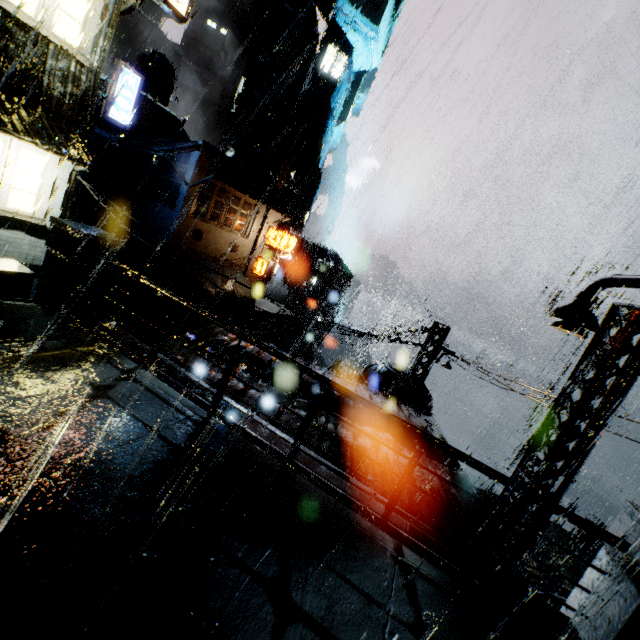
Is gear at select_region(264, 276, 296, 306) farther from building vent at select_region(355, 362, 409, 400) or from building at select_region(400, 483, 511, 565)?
building vent at select_region(355, 362, 409, 400)

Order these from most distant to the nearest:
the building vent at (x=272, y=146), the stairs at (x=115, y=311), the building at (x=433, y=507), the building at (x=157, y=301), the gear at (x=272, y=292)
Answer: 1. the building vent at (x=272, y=146)
2. the gear at (x=272, y=292)
3. the stairs at (x=115, y=311)
4. the building at (x=157, y=301)
5. the building at (x=433, y=507)

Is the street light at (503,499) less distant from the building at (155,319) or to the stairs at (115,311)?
the building at (155,319)

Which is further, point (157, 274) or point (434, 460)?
point (157, 274)

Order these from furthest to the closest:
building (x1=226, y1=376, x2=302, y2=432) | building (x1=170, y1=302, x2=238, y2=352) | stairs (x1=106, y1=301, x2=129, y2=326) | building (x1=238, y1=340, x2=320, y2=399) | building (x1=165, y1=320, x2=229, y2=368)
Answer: stairs (x1=106, y1=301, x2=129, y2=326) → building (x1=170, y1=302, x2=238, y2=352) → building (x1=238, y1=340, x2=320, y2=399) → building (x1=165, y1=320, x2=229, y2=368) → building (x1=226, y1=376, x2=302, y2=432)

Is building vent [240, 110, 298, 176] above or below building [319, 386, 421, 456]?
above

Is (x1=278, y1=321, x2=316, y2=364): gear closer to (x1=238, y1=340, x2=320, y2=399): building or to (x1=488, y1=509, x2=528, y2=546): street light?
(x1=238, y1=340, x2=320, y2=399): building

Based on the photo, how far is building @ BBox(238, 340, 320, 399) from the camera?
9.4m
